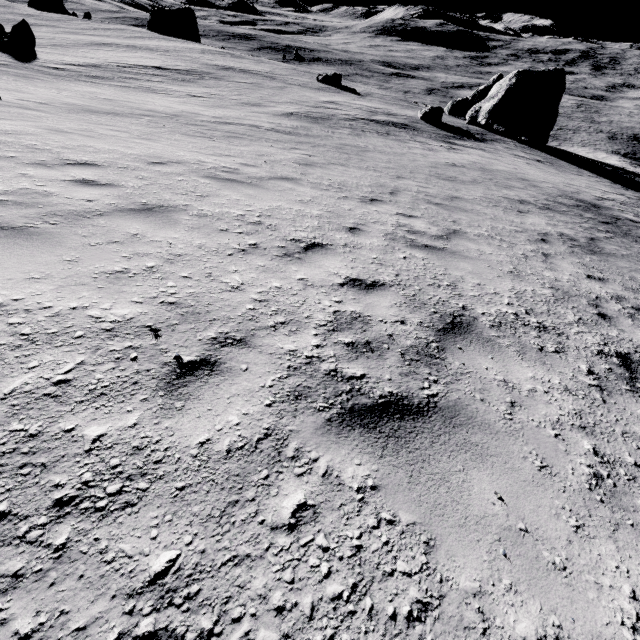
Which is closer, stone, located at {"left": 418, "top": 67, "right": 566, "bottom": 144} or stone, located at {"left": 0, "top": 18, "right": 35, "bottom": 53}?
stone, located at {"left": 0, "top": 18, "right": 35, "bottom": 53}

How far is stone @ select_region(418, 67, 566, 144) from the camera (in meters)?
30.44

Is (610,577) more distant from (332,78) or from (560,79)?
(332,78)

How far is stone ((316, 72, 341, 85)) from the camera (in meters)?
36.78

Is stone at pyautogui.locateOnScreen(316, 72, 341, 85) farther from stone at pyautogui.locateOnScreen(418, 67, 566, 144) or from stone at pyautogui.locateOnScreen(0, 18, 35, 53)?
stone at pyautogui.locateOnScreen(0, 18, 35, 53)

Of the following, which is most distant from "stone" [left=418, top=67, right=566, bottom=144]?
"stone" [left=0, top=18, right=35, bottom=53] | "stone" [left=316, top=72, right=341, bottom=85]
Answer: "stone" [left=0, top=18, right=35, bottom=53]

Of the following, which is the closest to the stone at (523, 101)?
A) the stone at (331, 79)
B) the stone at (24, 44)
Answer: the stone at (331, 79)

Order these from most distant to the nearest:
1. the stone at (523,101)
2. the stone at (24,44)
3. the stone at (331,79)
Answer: the stone at (331,79) → the stone at (523,101) → the stone at (24,44)
